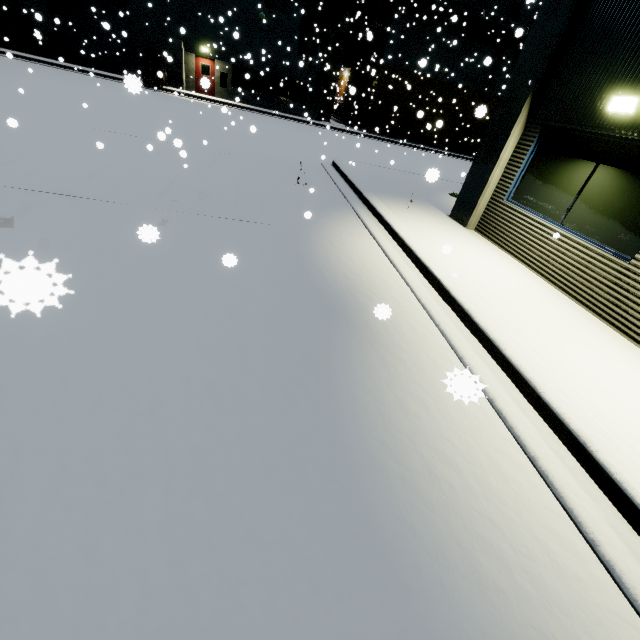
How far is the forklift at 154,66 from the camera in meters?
21.6 m

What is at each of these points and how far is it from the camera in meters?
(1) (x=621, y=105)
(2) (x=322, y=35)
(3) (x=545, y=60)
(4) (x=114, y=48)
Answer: (1) light, 4.8 m
(2) tree, 24.2 m
(3) building, 6.2 m
(4) roll-up door, 23.4 m

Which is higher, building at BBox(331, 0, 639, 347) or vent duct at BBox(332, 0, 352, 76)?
vent duct at BBox(332, 0, 352, 76)

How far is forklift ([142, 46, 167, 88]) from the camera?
21.6m

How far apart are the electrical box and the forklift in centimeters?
742cm

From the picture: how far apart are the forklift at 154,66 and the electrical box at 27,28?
7.42m

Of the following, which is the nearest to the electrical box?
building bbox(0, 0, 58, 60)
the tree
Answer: building bbox(0, 0, 58, 60)

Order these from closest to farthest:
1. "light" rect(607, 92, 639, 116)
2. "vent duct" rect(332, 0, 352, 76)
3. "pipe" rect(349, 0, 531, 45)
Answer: "light" rect(607, 92, 639, 116), "pipe" rect(349, 0, 531, 45), "vent duct" rect(332, 0, 352, 76)
